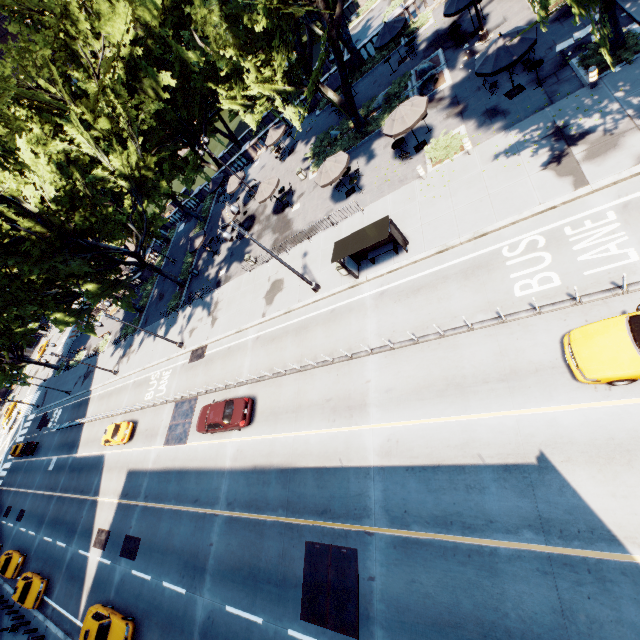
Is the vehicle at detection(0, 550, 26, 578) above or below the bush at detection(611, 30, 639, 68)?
above

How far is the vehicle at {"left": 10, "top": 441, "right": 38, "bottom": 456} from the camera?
45.7 meters

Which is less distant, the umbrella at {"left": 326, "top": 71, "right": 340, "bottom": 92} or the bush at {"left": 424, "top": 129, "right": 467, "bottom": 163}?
the bush at {"left": 424, "top": 129, "right": 467, "bottom": 163}

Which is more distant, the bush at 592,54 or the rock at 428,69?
the rock at 428,69

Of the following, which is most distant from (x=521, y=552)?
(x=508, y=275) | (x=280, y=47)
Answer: (x=280, y=47)

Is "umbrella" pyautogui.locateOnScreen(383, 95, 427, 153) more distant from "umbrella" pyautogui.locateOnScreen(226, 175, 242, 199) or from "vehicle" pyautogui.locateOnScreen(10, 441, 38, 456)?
"vehicle" pyautogui.locateOnScreen(10, 441, 38, 456)

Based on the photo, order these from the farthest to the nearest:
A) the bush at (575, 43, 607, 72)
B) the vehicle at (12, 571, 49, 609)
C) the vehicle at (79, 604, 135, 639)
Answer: the vehicle at (12, 571, 49, 609) → the vehicle at (79, 604, 135, 639) → the bush at (575, 43, 607, 72)

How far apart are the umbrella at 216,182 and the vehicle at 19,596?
39.51m
